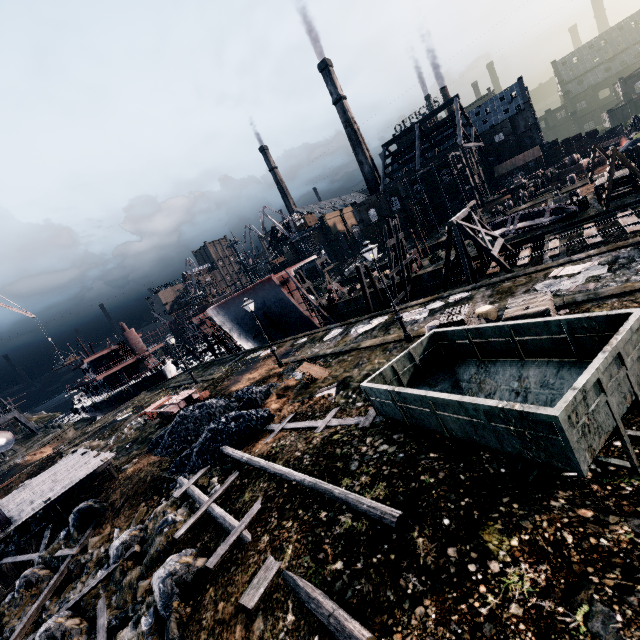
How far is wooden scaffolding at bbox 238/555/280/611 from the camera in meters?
6.8

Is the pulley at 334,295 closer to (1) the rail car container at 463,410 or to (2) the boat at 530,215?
(2) the boat at 530,215

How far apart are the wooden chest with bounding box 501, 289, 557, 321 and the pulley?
30.8 meters

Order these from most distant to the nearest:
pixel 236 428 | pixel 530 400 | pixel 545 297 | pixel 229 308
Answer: pixel 229 308, pixel 236 428, pixel 545 297, pixel 530 400

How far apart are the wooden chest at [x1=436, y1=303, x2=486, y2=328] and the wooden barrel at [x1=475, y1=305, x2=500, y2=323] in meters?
0.3

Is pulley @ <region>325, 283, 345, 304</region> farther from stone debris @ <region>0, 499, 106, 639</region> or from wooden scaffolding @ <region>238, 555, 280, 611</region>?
wooden scaffolding @ <region>238, 555, 280, 611</region>

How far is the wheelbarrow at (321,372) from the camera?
18.4 meters

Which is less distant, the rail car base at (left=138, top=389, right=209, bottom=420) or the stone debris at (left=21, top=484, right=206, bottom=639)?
the stone debris at (left=21, top=484, right=206, bottom=639)
